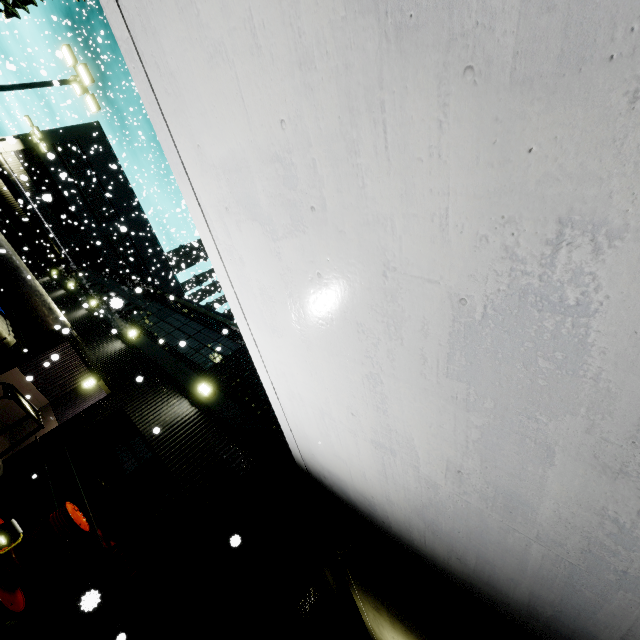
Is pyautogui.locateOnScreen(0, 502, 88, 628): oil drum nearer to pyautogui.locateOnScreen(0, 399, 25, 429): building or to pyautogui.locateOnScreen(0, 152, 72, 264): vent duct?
pyautogui.locateOnScreen(0, 399, 25, 429): building

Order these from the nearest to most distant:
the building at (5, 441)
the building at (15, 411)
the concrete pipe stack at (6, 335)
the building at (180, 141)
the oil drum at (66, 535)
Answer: the building at (180, 141), the oil drum at (66, 535), the building at (5, 441), the building at (15, 411), the concrete pipe stack at (6, 335)

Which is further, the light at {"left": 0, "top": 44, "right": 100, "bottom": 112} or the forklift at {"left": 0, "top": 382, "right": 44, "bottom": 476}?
the light at {"left": 0, "top": 44, "right": 100, "bottom": 112}

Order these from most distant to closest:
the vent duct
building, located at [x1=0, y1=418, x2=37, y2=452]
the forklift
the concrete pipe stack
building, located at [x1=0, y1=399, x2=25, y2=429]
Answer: the vent duct
the concrete pipe stack
building, located at [x1=0, y1=399, x2=25, y2=429]
building, located at [x1=0, y1=418, x2=37, y2=452]
the forklift

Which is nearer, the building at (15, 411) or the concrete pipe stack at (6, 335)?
the building at (15, 411)

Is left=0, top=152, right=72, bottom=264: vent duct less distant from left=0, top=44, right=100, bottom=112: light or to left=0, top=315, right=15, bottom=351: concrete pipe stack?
left=0, top=315, right=15, bottom=351: concrete pipe stack

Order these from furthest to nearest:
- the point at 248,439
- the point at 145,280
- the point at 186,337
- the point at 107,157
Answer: the point at 145,280 → the point at 107,157 → the point at 186,337 → the point at 248,439

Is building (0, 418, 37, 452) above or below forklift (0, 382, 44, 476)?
below
